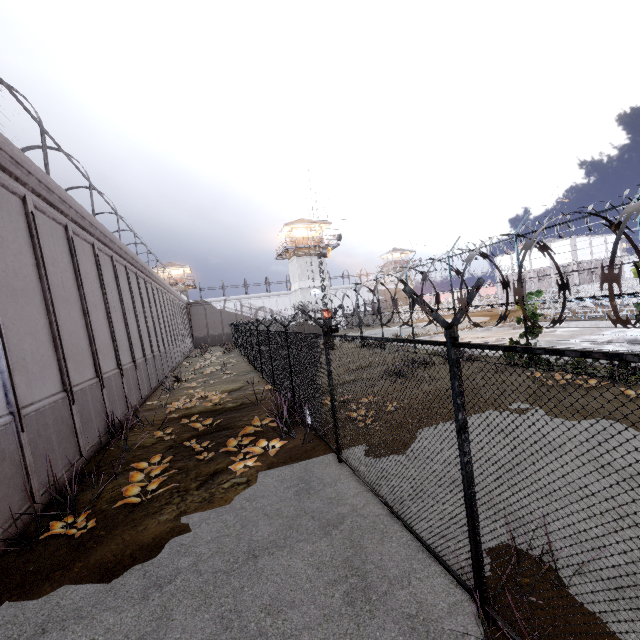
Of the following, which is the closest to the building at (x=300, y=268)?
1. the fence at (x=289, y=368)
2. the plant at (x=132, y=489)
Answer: the fence at (x=289, y=368)

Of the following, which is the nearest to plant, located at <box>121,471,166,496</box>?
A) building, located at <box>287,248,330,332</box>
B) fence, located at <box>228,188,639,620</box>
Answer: fence, located at <box>228,188,639,620</box>

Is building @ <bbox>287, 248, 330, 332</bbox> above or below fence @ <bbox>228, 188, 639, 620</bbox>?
above

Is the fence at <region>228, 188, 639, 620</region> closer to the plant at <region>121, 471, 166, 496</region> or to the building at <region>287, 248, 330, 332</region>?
the plant at <region>121, 471, 166, 496</region>

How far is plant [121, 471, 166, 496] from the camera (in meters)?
6.54

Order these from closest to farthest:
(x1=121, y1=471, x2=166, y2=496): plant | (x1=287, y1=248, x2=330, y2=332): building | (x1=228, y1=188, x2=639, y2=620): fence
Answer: (x1=228, y1=188, x2=639, y2=620): fence < (x1=121, y1=471, x2=166, y2=496): plant < (x1=287, y1=248, x2=330, y2=332): building

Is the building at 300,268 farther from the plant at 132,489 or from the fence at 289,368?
the plant at 132,489

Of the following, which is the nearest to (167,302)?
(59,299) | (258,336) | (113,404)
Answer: (258,336)
